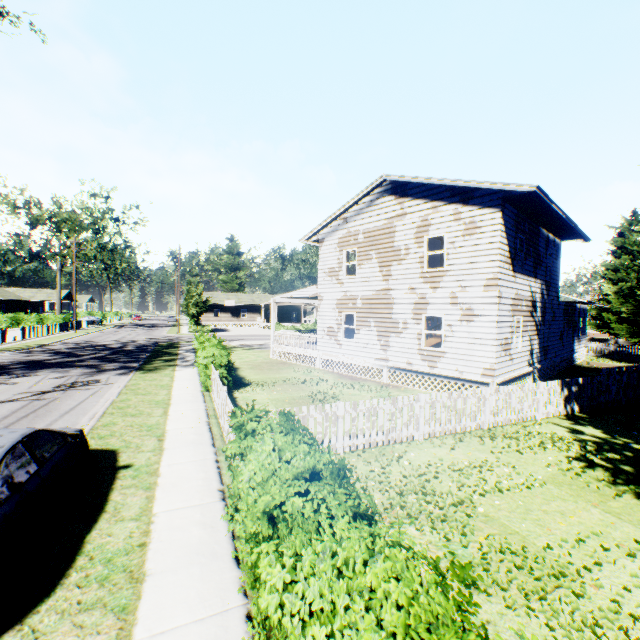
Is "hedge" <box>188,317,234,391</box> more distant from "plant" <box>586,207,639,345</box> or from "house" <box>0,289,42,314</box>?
"house" <box>0,289,42,314</box>

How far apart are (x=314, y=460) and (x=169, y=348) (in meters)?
26.47

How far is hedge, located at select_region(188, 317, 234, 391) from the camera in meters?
13.0

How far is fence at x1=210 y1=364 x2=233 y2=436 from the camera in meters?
8.0 m

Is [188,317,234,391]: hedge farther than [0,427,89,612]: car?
Yes

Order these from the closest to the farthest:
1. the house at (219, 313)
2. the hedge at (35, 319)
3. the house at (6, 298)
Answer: the hedge at (35, 319) → the house at (6, 298) → the house at (219, 313)

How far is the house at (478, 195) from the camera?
12.6m

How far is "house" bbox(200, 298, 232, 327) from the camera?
58.2m
